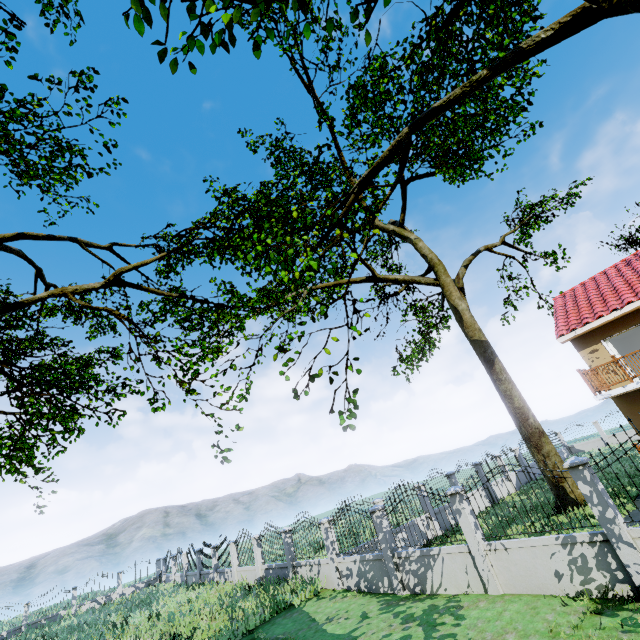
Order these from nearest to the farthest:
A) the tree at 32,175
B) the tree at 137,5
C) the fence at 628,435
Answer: the tree at 137,5 < the fence at 628,435 < the tree at 32,175

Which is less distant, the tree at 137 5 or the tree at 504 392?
the tree at 137 5

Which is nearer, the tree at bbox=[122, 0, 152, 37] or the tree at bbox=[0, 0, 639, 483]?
the tree at bbox=[122, 0, 152, 37]

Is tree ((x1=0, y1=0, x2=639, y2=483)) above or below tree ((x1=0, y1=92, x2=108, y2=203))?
below

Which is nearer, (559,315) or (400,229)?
(559,315)
